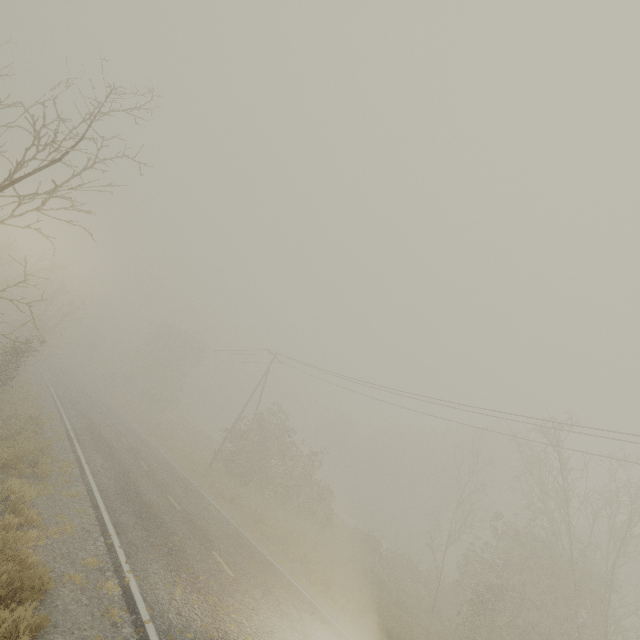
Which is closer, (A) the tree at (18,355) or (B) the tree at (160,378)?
(A) the tree at (18,355)

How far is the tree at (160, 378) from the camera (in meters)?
48.09

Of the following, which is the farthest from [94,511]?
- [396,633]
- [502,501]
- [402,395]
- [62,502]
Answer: [502,501]

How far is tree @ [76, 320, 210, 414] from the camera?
48.09m

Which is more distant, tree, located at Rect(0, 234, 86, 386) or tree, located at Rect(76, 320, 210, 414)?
tree, located at Rect(76, 320, 210, 414)
